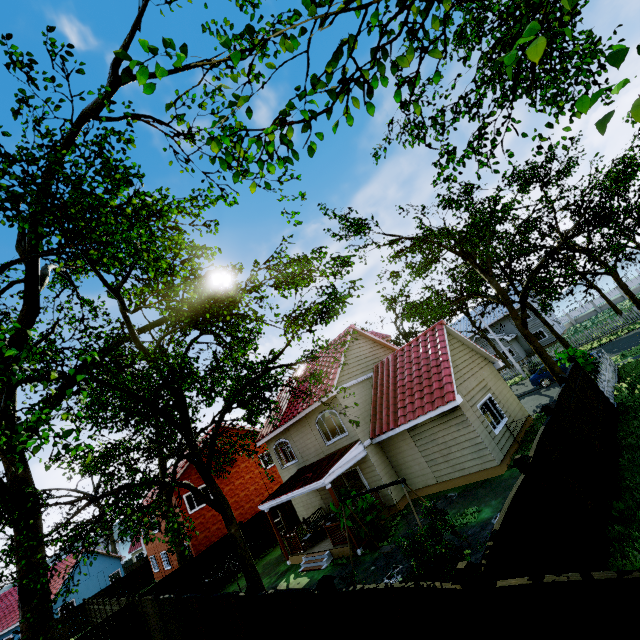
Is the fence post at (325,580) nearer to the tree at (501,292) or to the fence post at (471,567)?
the fence post at (471,567)

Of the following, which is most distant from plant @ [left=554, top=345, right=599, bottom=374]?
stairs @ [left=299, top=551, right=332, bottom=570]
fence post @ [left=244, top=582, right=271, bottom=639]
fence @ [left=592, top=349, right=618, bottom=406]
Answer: fence post @ [left=244, top=582, right=271, bottom=639]

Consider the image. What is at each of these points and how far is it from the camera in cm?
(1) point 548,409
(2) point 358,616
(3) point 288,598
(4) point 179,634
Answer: (1) fence post, 823
(2) fence, 525
(3) fence, 659
(4) fence, 1185

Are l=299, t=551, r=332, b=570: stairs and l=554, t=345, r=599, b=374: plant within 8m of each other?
no

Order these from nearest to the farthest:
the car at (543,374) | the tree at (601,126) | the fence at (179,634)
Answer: the tree at (601,126), the fence at (179,634), the car at (543,374)

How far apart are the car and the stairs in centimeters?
1872cm

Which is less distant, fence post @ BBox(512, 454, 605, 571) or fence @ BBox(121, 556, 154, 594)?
fence post @ BBox(512, 454, 605, 571)

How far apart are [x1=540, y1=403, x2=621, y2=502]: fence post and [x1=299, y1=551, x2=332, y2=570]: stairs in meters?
10.8
